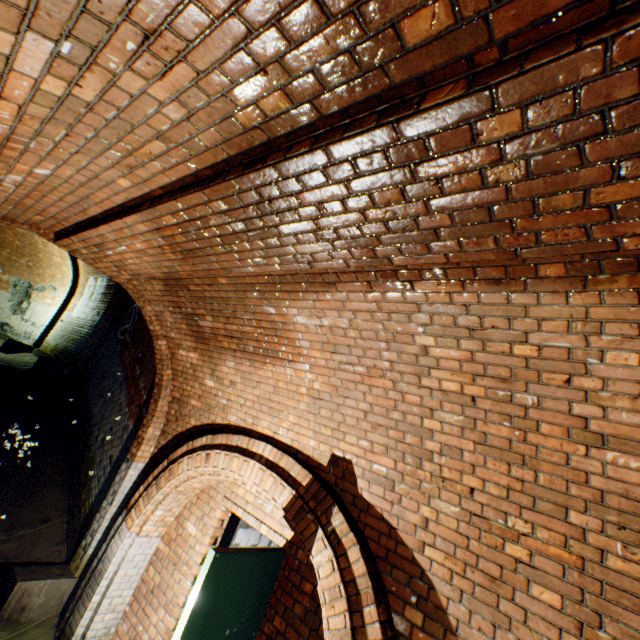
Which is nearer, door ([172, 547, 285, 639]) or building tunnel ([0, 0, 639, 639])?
building tunnel ([0, 0, 639, 639])

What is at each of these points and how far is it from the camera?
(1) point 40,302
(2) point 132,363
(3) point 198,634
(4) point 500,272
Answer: (1) building tunnel, 13.4 meters
(2) building tunnel, 7.1 meters
(3) door, 2.6 meters
(4) building tunnel, 1.7 meters

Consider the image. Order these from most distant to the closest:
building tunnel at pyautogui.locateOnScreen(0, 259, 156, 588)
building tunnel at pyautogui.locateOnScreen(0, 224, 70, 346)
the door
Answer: building tunnel at pyautogui.locateOnScreen(0, 224, 70, 346), building tunnel at pyautogui.locateOnScreen(0, 259, 156, 588), the door

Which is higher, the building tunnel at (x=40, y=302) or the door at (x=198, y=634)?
the building tunnel at (x=40, y=302)

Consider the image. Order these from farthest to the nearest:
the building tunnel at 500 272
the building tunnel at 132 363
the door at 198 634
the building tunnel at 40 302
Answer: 1. the building tunnel at 40 302
2. the building tunnel at 132 363
3. the door at 198 634
4. the building tunnel at 500 272

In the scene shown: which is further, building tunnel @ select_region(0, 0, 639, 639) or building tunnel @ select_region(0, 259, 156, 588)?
building tunnel @ select_region(0, 259, 156, 588)
